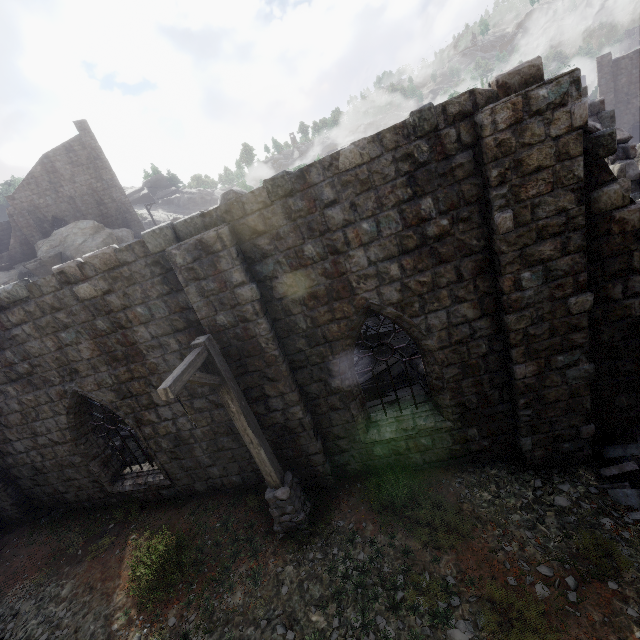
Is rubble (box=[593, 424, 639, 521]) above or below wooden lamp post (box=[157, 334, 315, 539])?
below

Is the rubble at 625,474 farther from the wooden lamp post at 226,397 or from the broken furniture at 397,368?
the wooden lamp post at 226,397

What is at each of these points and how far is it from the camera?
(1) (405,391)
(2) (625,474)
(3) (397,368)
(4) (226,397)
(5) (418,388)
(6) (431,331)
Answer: (1) broken furniture, 9.6m
(2) rubble, 6.2m
(3) broken furniture, 11.0m
(4) wooden lamp post, 6.0m
(5) broken furniture, 9.5m
(6) building, 6.3m

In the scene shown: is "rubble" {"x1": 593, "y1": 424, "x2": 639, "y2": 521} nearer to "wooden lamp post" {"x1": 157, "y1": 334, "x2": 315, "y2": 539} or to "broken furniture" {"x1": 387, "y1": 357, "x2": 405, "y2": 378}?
"broken furniture" {"x1": 387, "y1": 357, "x2": 405, "y2": 378}

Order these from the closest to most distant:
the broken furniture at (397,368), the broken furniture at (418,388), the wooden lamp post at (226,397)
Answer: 1. the wooden lamp post at (226,397)
2. the broken furniture at (418,388)
3. the broken furniture at (397,368)

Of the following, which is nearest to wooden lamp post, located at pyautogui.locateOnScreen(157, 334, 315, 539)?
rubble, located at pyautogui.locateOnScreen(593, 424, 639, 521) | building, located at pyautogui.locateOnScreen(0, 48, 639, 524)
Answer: building, located at pyautogui.locateOnScreen(0, 48, 639, 524)

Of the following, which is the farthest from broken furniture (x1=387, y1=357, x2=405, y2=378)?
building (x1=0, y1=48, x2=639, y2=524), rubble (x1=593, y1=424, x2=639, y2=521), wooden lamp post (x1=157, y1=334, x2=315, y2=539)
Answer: rubble (x1=593, y1=424, x2=639, y2=521)
